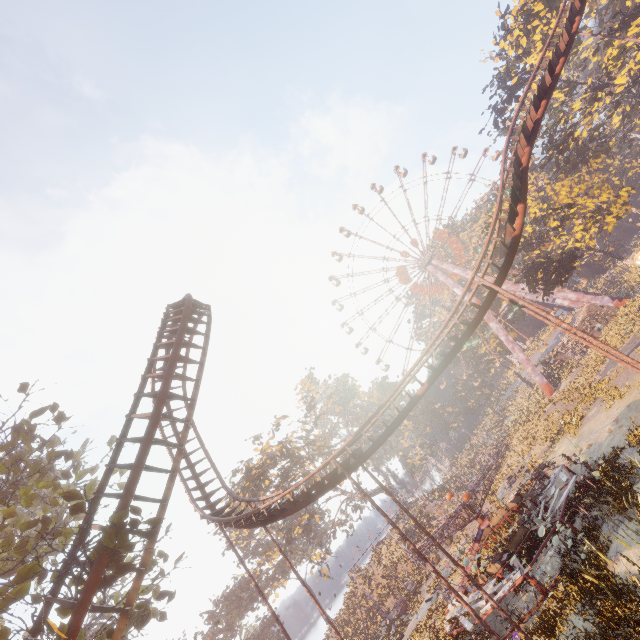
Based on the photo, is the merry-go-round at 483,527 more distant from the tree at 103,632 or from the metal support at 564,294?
the metal support at 564,294

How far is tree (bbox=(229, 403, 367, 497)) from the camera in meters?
42.2 m

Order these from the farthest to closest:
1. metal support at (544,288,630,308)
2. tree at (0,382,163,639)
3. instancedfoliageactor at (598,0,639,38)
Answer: metal support at (544,288,630,308)
instancedfoliageactor at (598,0,639,38)
tree at (0,382,163,639)

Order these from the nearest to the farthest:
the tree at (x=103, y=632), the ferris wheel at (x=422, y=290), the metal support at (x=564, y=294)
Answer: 1. the tree at (x=103, y=632)
2. the metal support at (x=564, y=294)
3. the ferris wheel at (x=422, y=290)

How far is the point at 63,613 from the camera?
9.01m

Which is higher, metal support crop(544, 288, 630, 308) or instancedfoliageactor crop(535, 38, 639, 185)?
instancedfoliageactor crop(535, 38, 639, 185)

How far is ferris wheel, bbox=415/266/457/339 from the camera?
57.5 meters

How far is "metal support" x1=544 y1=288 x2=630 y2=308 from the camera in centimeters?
4216cm
